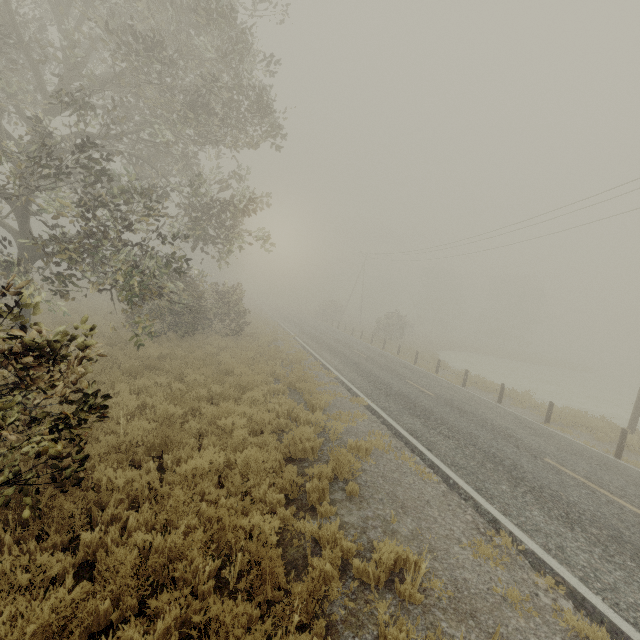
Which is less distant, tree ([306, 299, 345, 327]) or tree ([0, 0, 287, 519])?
tree ([0, 0, 287, 519])

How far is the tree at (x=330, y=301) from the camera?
49.9 meters

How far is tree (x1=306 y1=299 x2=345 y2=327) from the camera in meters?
49.9

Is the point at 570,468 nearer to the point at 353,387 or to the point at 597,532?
the point at 597,532

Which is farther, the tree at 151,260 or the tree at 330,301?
the tree at 330,301
